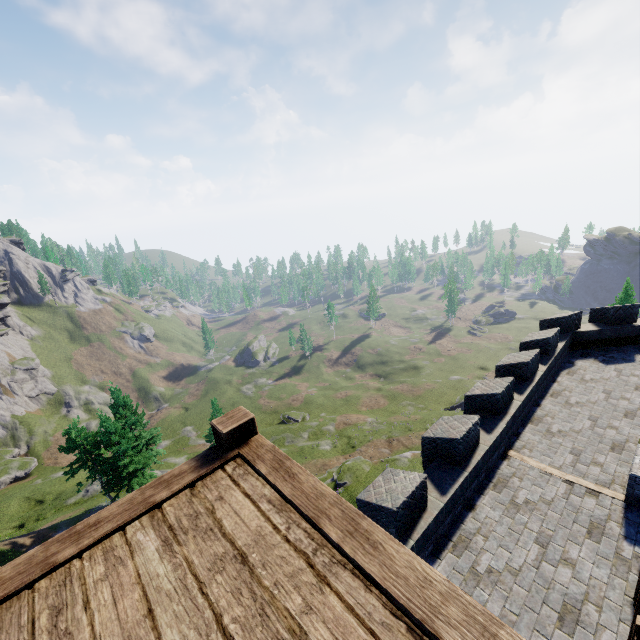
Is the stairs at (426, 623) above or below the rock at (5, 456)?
above

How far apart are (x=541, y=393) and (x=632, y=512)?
5.66m

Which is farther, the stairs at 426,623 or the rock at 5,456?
the rock at 5,456

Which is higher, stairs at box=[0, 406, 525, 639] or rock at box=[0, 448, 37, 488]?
stairs at box=[0, 406, 525, 639]

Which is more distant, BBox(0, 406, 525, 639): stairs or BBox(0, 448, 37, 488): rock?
BBox(0, 448, 37, 488): rock
